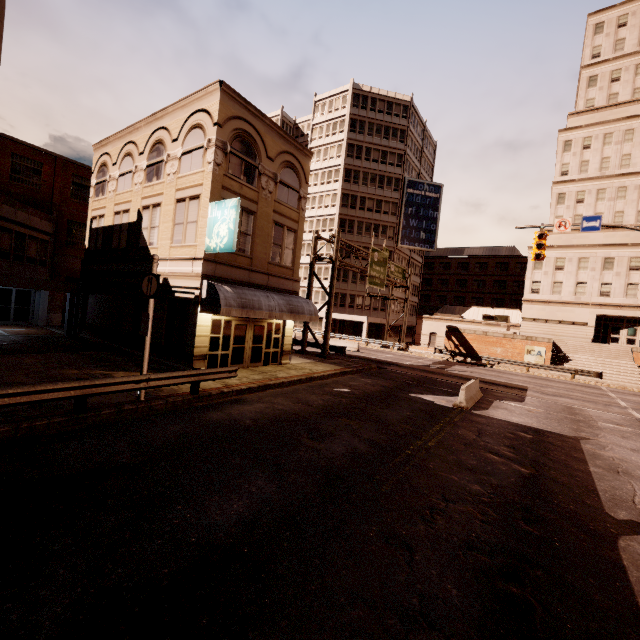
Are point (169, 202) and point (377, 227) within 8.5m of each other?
no

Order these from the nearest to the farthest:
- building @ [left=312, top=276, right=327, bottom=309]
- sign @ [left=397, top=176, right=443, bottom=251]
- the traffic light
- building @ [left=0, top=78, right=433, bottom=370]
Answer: building @ [left=0, top=78, right=433, bottom=370]
the traffic light
building @ [left=312, top=276, right=327, bottom=309]
sign @ [left=397, top=176, right=443, bottom=251]

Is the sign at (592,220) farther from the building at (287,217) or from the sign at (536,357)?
the building at (287,217)

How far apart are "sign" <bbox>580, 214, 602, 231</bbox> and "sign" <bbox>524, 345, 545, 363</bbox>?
20.6m

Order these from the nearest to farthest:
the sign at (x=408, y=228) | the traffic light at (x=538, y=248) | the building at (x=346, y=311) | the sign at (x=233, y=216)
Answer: the sign at (x=233, y=216) → the traffic light at (x=538, y=248) → the building at (x=346, y=311) → the sign at (x=408, y=228)

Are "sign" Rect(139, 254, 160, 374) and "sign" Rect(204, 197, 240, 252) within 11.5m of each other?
yes

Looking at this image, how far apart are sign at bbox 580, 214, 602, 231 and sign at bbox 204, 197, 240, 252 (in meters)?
16.91

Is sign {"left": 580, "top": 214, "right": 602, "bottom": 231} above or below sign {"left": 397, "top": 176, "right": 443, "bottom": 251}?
below
